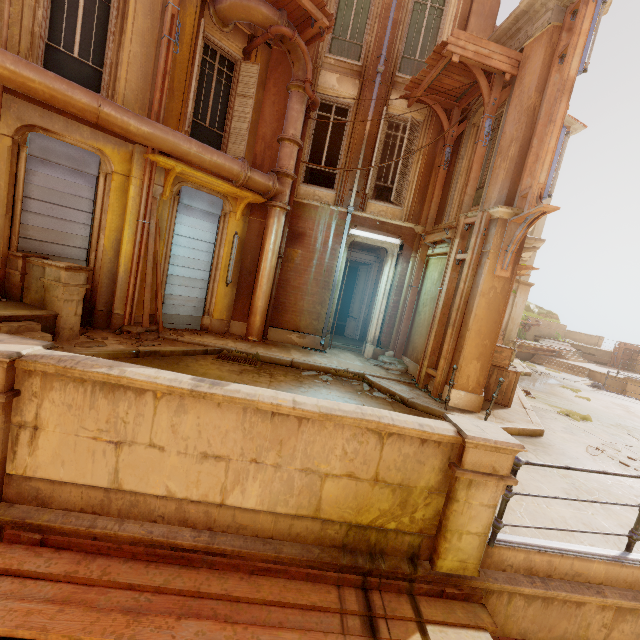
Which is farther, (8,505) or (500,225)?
(500,225)

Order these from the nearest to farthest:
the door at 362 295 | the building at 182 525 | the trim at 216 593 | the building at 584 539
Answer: the trim at 216 593, the building at 182 525, the building at 584 539, the door at 362 295

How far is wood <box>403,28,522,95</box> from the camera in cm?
722

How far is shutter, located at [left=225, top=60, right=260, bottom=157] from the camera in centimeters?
891cm

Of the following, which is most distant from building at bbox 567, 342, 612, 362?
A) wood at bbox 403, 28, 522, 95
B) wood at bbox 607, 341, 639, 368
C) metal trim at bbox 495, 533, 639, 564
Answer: wood at bbox 403, 28, 522, 95

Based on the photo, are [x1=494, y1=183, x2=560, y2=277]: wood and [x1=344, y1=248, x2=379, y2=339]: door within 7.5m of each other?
yes

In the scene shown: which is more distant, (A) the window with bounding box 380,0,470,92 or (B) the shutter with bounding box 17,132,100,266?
(A) the window with bounding box 380,0,470,92

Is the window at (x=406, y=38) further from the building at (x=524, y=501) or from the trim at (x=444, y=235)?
the building at (x=524, y=501)
